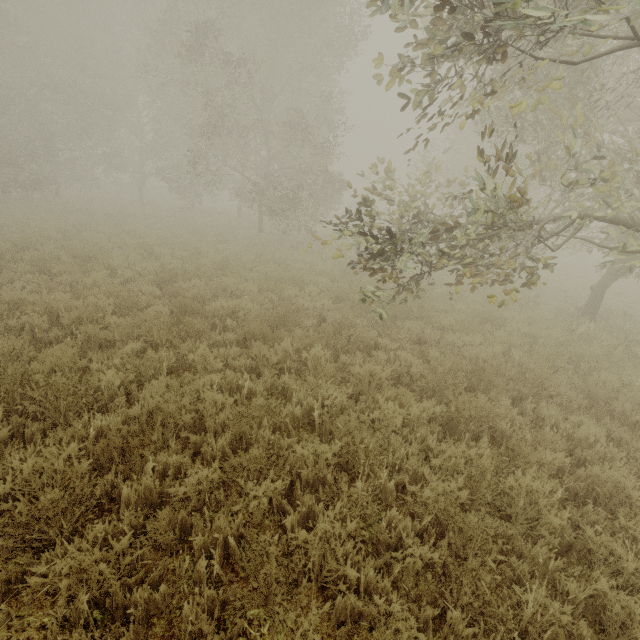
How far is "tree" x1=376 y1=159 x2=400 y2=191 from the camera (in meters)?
6.44

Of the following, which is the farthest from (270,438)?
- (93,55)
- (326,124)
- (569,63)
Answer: (93,55)

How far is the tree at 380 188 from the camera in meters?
6.4

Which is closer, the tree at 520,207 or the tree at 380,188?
the tree at 520,207

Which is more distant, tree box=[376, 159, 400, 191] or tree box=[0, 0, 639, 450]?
tree box=[376, 159, 400, 191]
